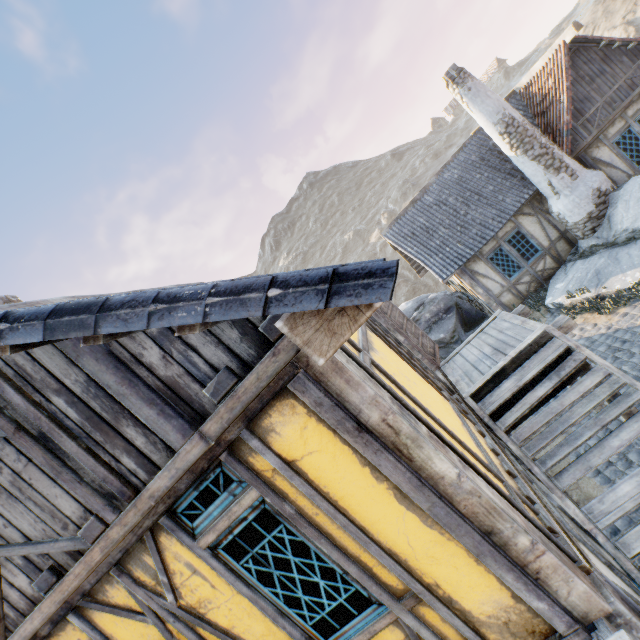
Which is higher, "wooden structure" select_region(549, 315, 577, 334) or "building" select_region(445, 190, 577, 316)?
"wooden structure" select_region(549, 315, 577, 334)

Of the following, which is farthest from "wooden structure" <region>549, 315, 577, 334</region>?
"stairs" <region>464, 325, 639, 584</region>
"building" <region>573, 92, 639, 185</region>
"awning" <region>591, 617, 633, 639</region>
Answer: "building" <region>573, 92, 639, 185</region>

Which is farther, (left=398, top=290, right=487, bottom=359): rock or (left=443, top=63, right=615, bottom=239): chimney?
(left=398, top=290, right=487, bottom=359): rock

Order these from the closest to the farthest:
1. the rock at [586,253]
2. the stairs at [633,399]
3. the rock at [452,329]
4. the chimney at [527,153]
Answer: the stairs at [633,399] < the rock at [586,253] < the chimney at [527,153] < the rock at [452,329]

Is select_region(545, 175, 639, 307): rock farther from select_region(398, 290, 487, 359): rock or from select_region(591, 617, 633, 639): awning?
select_region(591, 617, 633, 639): awning

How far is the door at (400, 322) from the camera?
7.1 meters

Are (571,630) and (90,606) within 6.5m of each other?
yes

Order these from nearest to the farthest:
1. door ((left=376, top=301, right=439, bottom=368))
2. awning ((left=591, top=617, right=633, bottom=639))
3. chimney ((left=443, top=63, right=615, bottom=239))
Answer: awning ((left=591, top=617, right=633, bottom=639)), door ((left=376, top=301, right=439, bottom=368)), chimney ((left=443, top=63, right=615, bottom=239))
